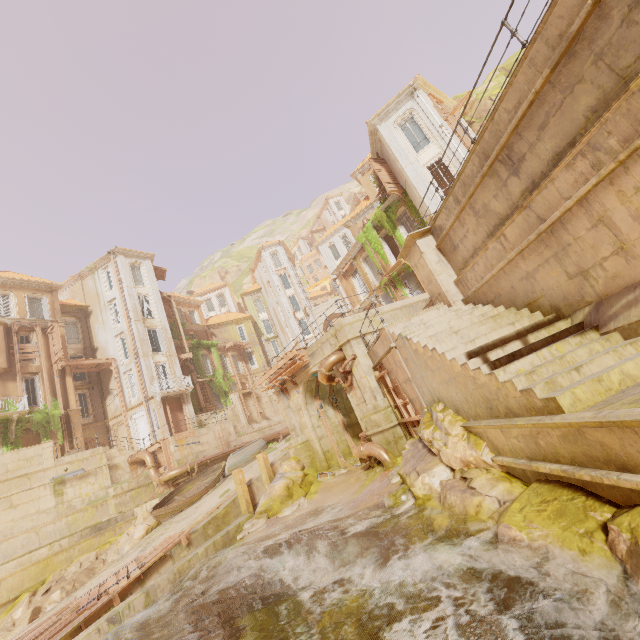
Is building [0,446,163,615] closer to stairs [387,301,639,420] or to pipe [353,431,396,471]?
pipe [353,431,396,471]

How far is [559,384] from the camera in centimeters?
504cm

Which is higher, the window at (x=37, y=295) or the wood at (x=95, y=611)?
the window at (x=37, y=295)

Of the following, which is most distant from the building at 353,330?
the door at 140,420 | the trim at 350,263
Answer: the door at 140,420

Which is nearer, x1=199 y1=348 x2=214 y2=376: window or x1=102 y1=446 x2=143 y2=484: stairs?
x1=102 y1=446 x2=143 y2=484: stairs

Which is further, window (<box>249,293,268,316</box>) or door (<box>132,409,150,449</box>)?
window (<box>249,293,268,316</box>)

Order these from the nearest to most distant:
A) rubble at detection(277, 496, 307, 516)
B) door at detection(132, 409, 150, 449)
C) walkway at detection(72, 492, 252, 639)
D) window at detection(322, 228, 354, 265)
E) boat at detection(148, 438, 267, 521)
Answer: walkway at detection(72, 492, 252, 639), rubble at detection(277, 496, 307, 516), boat at detection(148, 438, 267, 521), door at detection(132, 409, 150, 449), window at detection(322, 228, 354, 265)

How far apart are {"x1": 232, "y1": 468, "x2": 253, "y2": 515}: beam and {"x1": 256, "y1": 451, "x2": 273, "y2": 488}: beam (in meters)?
1.34
